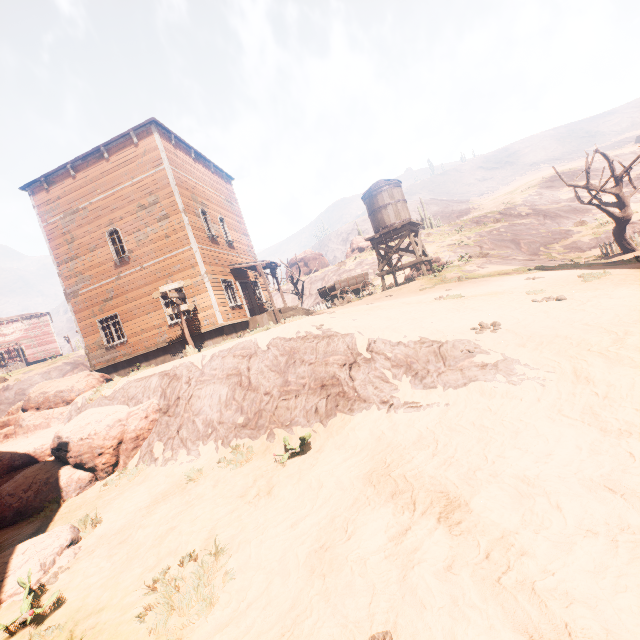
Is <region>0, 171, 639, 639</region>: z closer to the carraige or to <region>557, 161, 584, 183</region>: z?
the carraige

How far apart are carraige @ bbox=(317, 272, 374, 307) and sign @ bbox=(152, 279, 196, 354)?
8.21m

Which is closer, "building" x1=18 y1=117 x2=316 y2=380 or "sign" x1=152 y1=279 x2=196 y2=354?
"sign" x1=152 y1=279 x2=196 y2=354

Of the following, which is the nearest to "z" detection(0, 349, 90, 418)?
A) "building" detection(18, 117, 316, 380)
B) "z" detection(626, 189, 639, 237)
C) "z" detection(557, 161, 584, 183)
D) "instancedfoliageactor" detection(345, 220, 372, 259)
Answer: "building" detection(18, 117, 316, 380)

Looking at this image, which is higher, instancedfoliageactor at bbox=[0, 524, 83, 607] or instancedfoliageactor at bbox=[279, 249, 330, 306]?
instancedfoliageactor at bbox=[279, 249, 330, 306]

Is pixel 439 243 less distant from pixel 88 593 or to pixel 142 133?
pixel 142 133

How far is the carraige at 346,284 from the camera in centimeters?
1966cm

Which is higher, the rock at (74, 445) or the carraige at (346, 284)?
the carraige at (346, 284)
